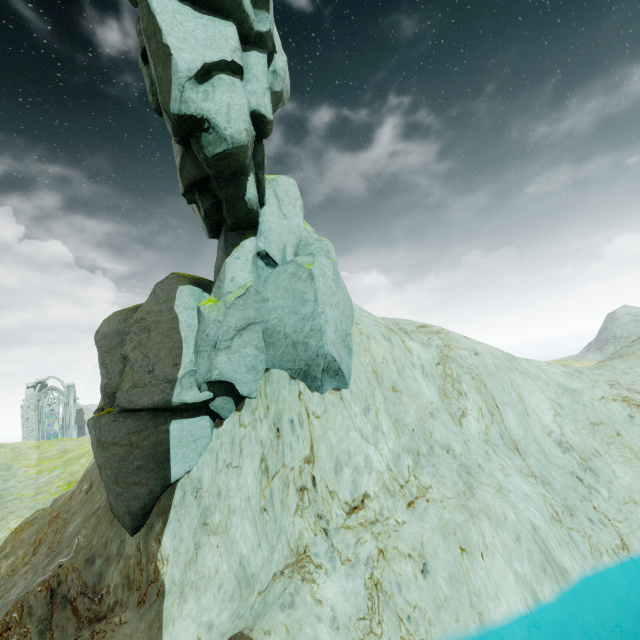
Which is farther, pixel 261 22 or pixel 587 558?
pixel 261 22

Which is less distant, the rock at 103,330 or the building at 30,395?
the rock at 103,330

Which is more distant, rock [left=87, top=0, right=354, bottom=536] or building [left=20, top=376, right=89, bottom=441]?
building [left=20, top=376, right=89, bottom=441]

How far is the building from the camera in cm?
5038

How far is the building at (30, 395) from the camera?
50.38m
